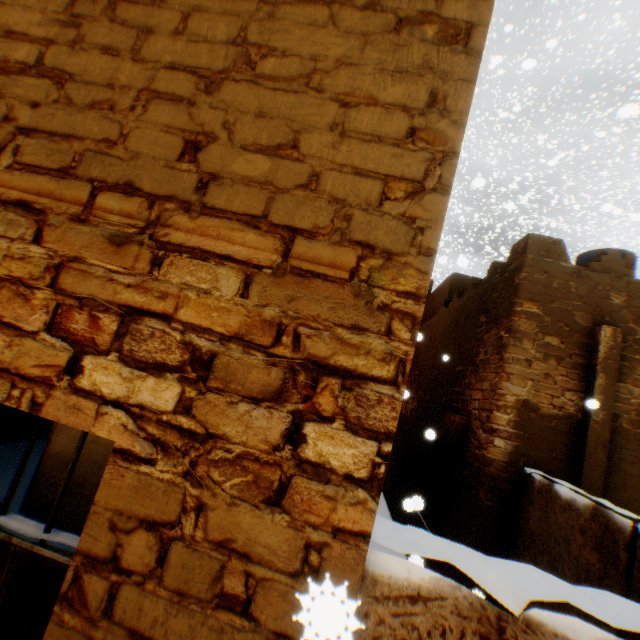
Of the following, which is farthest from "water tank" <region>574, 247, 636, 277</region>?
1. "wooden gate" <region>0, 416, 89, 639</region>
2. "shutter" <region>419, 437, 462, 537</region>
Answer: "wooden gate" <region>0, 416, 89, 639</region>

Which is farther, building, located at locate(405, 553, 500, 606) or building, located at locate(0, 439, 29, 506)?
building, located at locate(0, 439, 29, 506)

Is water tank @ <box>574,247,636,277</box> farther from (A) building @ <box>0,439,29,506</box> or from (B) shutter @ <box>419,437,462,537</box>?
(B) shutter @ <box>419,437,462,537</box>

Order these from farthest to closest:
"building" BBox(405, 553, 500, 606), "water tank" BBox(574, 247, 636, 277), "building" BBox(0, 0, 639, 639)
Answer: "water tank" BBox(574, 247, 636, 277)
"building" BBox(405, 553, 500, 606)
"building" BBox(0, 0, 639, 639)

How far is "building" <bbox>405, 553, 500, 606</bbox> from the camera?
3.67m

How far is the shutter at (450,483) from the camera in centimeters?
536cm

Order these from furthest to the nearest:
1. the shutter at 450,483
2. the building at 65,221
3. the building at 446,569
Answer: the shutter at 450,483, the building at 446,569, the building at 65,221

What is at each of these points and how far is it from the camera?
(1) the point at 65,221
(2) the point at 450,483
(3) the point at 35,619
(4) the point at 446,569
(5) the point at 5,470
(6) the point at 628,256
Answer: (1) building, 1.11m
(2) shutter, 5.49m
(3) wooden gate, 1.15m
(4) building, 4.89m
(5) building, 5.93m
(6) water tank, 10.57m
